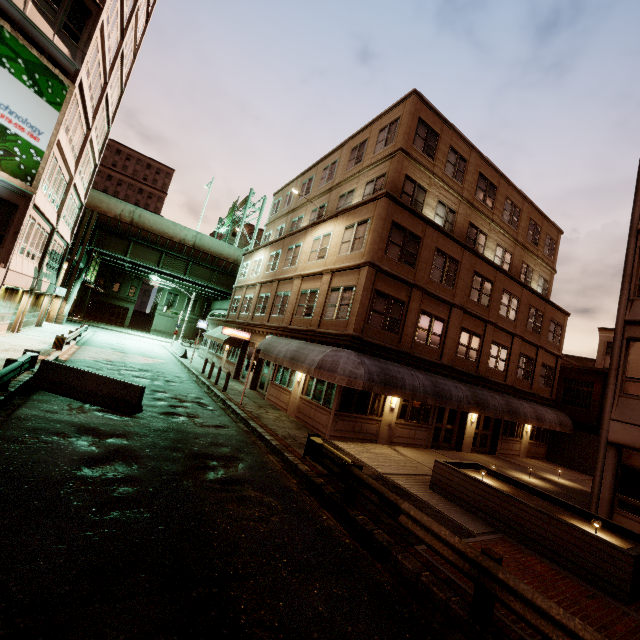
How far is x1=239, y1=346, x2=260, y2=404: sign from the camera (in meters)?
16.53

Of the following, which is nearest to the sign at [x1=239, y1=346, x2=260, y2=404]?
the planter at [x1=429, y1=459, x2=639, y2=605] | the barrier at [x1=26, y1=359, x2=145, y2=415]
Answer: the barrier at [x1=26, y1=359, x2=145, y2=415]

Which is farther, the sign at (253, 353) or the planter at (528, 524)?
the sign at (253, 353)

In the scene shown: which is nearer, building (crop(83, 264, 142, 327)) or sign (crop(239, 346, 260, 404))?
sign (crop(239, 346, 260, 404))

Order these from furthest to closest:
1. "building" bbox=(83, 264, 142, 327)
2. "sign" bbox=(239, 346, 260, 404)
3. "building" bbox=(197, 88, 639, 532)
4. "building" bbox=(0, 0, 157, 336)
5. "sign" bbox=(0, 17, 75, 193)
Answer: "building" bbox=(83, 264, 142, 327) → "sign" bbox=(239, 346, 260, 404) → "building" bbox=(0, 0, 157, 336) → "sign" bbox=(0, 17, 75, 193) → "building" bbox=(197, 88, 639, 532)

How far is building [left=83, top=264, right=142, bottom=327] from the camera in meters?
53.6 m

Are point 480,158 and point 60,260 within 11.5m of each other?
no

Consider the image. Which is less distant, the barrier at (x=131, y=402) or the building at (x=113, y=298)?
the barrier at (x=131, y=402)
